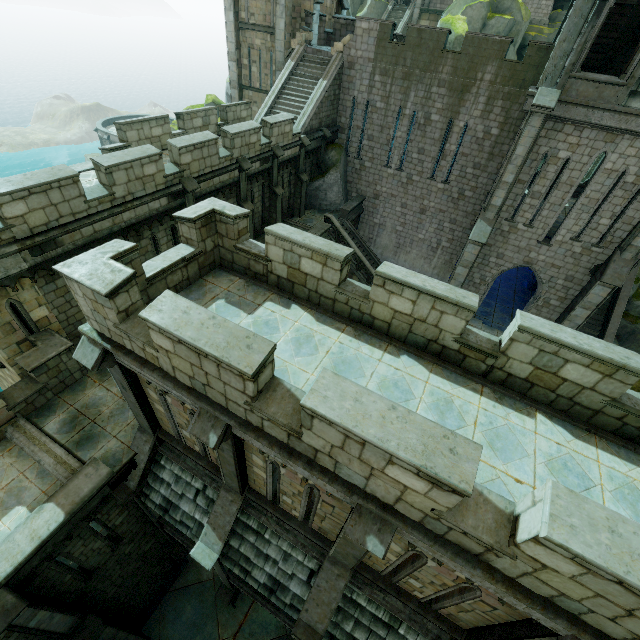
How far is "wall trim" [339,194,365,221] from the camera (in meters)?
22.33

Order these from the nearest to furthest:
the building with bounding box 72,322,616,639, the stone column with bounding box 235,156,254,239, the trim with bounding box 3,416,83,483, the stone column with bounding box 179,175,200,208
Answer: the building with bounding box 72,322,616,639 < the trim with bounding box 3,416,83,483 < the stone column with bounding box 179,175,200,208 < the stone column with bounding box 235,156,254,239

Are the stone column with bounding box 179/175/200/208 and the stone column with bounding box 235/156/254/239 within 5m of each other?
yes

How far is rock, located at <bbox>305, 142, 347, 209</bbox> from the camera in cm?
2216

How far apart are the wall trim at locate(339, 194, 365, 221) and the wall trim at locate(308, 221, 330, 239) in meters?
2.6 m

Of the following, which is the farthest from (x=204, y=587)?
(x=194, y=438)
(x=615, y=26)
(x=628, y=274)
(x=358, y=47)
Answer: (x=615, y=26)

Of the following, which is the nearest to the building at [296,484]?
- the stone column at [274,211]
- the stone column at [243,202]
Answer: the stone column at [243,202]

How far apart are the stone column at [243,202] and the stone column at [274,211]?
2.1 meters
